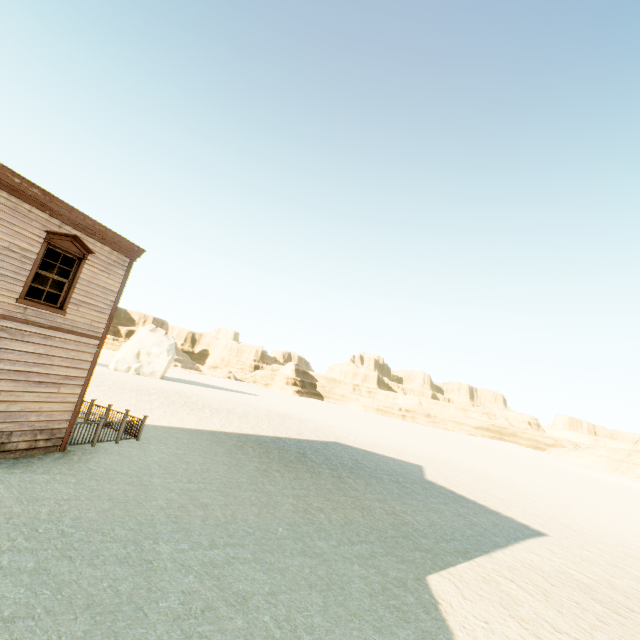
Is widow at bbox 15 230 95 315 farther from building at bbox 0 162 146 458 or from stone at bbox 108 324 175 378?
stone at bbox 108 324 175 378

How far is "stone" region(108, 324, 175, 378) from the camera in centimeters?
4266cm

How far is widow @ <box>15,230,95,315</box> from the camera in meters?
8.6

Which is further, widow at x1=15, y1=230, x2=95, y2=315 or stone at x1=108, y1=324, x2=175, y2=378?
stone at x1=108, y1=324, x2=175, y2=378

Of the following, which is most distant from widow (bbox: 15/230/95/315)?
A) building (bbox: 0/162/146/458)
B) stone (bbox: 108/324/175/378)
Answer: stone (bbox: 108/324/175/378)

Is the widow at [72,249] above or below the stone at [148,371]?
above

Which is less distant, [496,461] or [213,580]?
[213,580]

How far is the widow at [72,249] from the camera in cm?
861
